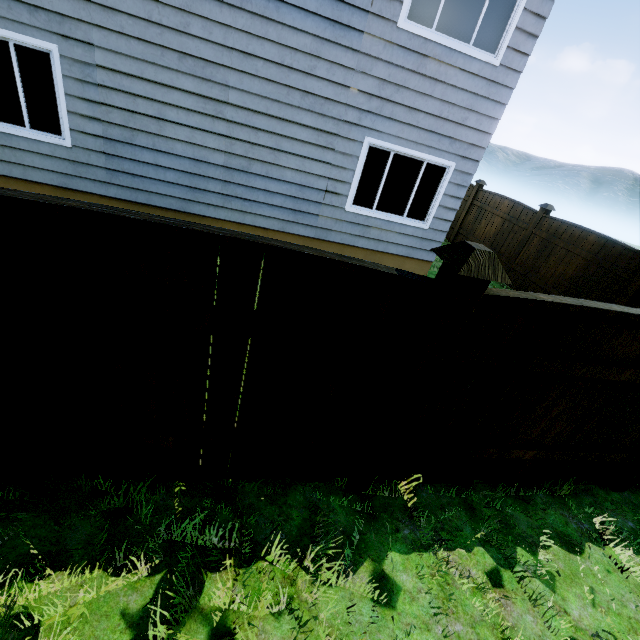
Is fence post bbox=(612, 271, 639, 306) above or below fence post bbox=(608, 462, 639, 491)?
above

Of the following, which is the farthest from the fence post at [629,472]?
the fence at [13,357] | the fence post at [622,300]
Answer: the fence post at [622,300]

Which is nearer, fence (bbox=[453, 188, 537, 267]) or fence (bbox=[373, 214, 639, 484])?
fence (bbox=[373, 214, 639, 484])

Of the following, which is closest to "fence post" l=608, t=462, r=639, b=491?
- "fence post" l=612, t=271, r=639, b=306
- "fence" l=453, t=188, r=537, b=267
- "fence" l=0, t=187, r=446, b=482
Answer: "fence" l=453, t=188, r=537, b=267

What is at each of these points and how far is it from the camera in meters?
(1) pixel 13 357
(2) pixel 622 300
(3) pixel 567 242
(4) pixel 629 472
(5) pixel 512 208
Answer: (1) fence, 1.7
(2) fence post, 6.3
(3) fence, 7.7
(4) fence post, 3.4
(5) fence, 9.4

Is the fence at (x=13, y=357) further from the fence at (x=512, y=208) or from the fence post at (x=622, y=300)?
the fence post at (x=622, y=300)

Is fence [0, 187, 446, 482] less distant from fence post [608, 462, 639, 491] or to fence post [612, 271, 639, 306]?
fence post [608, 462, 639, 491]

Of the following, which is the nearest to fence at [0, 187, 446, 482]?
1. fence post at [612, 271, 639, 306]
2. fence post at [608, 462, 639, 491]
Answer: fence post at [608, 462, 639, 491]
